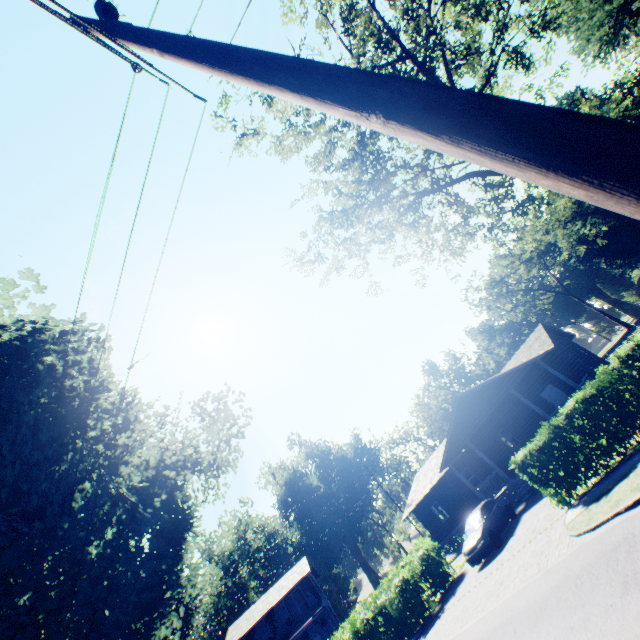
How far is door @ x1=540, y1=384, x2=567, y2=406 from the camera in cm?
2304

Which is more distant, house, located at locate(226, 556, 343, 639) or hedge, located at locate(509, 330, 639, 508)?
house, located at locate(226, 556, 343, 639)

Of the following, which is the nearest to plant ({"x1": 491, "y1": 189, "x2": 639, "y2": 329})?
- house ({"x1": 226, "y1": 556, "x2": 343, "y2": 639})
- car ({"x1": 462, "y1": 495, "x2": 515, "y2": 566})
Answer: car ({"x1": 462, "y1": 495, "x2": 515, "y2": 566})

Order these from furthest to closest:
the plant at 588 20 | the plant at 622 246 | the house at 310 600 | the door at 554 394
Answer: the plant at 622 246 < the plant at 588 20 < the house at 310 600 < the door at 554 394

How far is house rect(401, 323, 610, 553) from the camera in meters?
21.2

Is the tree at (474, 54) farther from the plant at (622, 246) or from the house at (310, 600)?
the house at (310, 600)

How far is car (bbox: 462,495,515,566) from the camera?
16.0 meters

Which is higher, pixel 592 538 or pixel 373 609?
pixel 373 609
